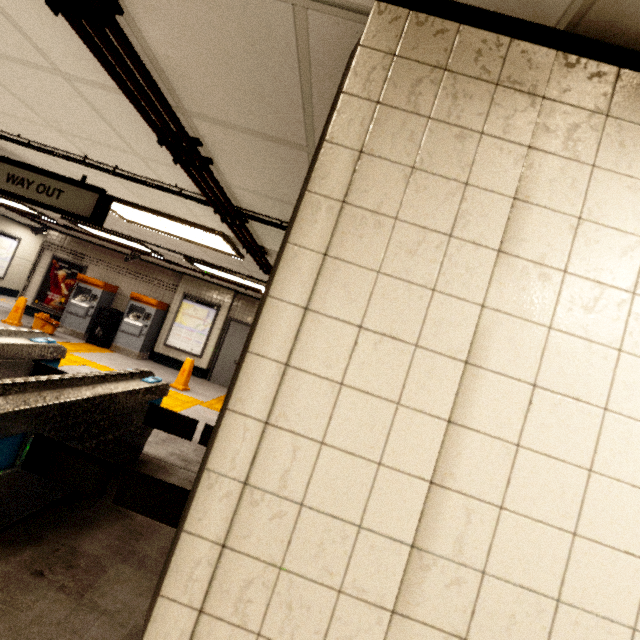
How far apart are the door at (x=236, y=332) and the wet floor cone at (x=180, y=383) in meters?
1.9

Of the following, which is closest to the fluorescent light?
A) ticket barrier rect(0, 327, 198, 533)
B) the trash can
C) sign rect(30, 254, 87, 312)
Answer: ticket barrier rect(0, 327, 198, 533)

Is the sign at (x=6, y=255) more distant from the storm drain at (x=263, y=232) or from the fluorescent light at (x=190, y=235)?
the fluorescent light at (x=190, y=235)

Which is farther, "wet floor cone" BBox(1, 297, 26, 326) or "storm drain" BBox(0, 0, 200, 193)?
"wet floor cone" BBox(1, 297, 26, 326)

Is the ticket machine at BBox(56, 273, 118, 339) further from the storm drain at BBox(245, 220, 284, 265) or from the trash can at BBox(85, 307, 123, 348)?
the storm drain at BBox(245, 220, 284, 265)

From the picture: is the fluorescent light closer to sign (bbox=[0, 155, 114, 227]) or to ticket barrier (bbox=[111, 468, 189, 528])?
sign (bbox=[0, 155, 114, 227])

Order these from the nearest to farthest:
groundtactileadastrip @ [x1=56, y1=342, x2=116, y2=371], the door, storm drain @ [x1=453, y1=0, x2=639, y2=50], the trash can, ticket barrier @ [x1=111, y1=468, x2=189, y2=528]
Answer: storm drain @ [x1=453, y1=0, x2=639, y2=50]
ticket barrier @ [x1=111, y1=468, x2=189, y2=528]
groundtactileadastrip @ [x1=56, y1=342, x2=116, y2=371]
the trash can
the door

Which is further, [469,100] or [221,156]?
[221,156]
